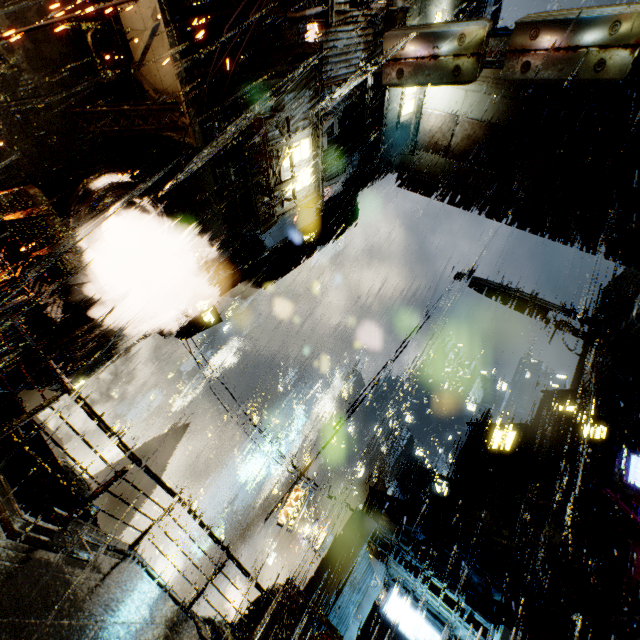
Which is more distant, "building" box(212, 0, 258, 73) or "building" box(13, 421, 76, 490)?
"building" box(13, 421, 76, 490)

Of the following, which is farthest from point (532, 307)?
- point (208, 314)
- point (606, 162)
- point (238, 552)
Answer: point (238, 552)

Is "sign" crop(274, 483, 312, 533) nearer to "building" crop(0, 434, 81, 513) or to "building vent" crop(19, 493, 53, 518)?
"building" crop(0, 434, 81, 513)

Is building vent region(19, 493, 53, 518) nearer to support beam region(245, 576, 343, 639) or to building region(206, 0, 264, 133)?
building region(206, 0, 264, 133)

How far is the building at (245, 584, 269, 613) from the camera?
12.93m

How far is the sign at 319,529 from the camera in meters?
17.5 m

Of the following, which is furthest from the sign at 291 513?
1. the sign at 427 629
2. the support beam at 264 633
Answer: the support beam at 264 633
